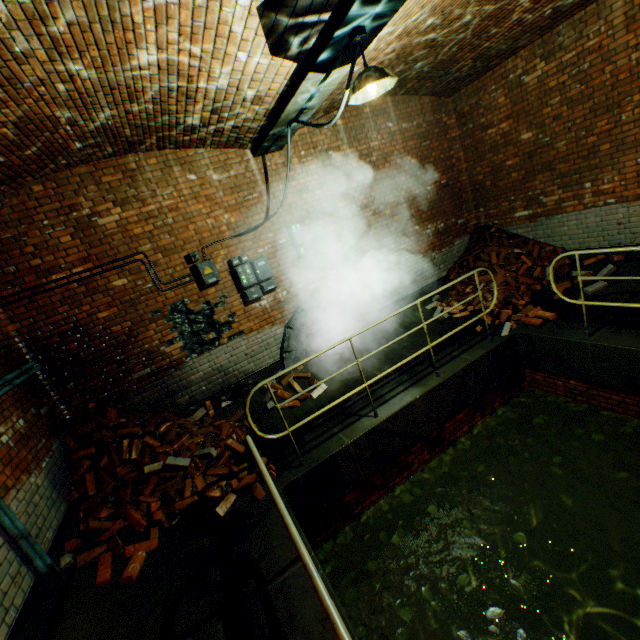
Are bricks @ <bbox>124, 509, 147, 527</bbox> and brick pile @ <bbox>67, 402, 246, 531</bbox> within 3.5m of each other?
yes

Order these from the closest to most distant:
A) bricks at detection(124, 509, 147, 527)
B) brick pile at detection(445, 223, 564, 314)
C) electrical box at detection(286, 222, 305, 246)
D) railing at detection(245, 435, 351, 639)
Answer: railing at detection(245, 435, 351, 639), bricks at detection(124, 509, 147, 527), electrical box at detection(286, 222, 305, 246), brick pile at detection(445, 223, 564, 314)

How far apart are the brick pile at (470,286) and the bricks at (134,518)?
6.5m

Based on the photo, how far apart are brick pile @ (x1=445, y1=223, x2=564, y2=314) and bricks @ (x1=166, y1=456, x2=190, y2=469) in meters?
6.0

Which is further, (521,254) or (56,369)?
(521,254)

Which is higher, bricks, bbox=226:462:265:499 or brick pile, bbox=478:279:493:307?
brick pile, bbox=478:279:493:307

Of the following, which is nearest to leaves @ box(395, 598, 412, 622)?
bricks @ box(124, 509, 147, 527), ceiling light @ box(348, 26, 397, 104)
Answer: bricks @ box(124, 509, 147, 527)

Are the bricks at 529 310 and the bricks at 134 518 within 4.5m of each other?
no
